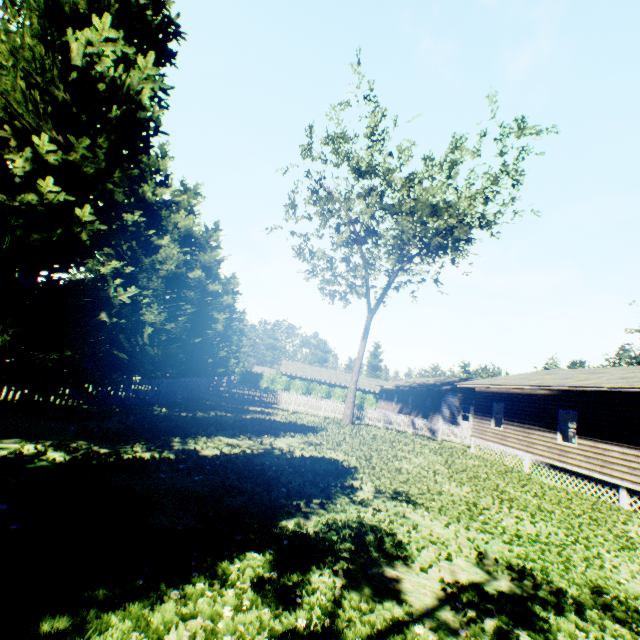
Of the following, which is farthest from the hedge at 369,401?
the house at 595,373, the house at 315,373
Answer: the house at 595,373

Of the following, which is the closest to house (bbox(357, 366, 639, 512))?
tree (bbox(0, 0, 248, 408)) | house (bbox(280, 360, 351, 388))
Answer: tree (bbox(0, 0, 248, 408))

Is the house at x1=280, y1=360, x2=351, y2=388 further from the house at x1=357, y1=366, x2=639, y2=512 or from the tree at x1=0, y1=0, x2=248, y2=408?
the house at x1=357, y1=366, x2=639, y2=512

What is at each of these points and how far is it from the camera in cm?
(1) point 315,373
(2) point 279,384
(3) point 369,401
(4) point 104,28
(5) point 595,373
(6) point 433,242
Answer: (1) house, 5584
(2) hedge, 5047
(3) hedge, 5153
(4) tree, 711
(5) house, 1705
(6) tree, 2486

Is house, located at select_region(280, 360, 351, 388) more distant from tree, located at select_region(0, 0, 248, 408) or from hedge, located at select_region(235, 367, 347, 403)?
tree, located at select_region(0, 0, 248, 408)

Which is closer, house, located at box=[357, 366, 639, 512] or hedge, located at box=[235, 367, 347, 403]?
house, located at box=[357, 366, 639, 512]

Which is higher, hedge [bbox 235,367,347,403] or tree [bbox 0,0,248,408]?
tree [bbox 0,0,248,408]

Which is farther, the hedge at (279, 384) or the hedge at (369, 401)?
the hedge at (369, 401)
